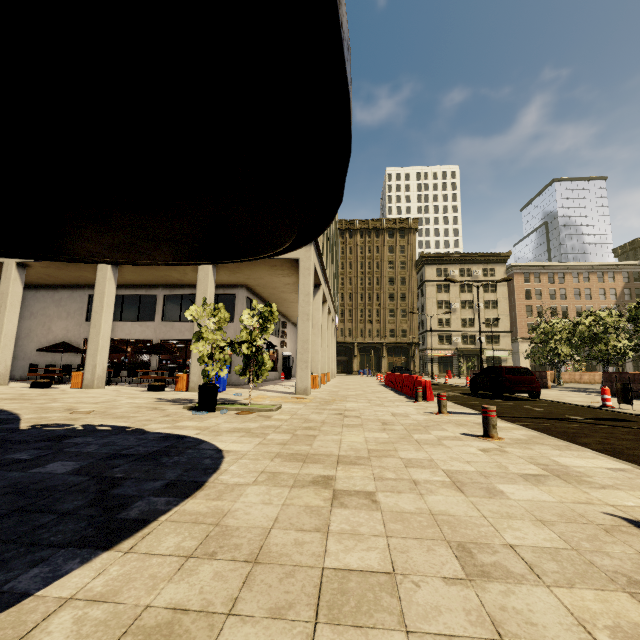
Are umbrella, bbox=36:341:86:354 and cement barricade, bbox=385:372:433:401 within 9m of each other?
no

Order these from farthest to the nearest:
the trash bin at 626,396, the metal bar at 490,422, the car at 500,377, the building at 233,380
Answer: the building at 233,380
the car at 500,377
the trash bin at 626,396
the metal bar at 490,422

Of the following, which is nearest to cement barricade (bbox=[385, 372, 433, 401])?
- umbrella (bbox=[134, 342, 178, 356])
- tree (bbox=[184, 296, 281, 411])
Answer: tree (bbox=[184, 296, 281, 411])

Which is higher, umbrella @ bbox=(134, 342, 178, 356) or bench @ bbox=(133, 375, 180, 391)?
umbrella @ bbox=(134, 342, 178, 356)

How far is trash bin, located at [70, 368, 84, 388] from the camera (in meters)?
14.62

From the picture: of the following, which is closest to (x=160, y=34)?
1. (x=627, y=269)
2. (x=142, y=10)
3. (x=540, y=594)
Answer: (x=142, y=10)

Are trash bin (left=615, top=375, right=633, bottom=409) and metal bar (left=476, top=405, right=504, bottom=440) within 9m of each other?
yes

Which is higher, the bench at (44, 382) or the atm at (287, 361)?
the atm at (287, 361)
